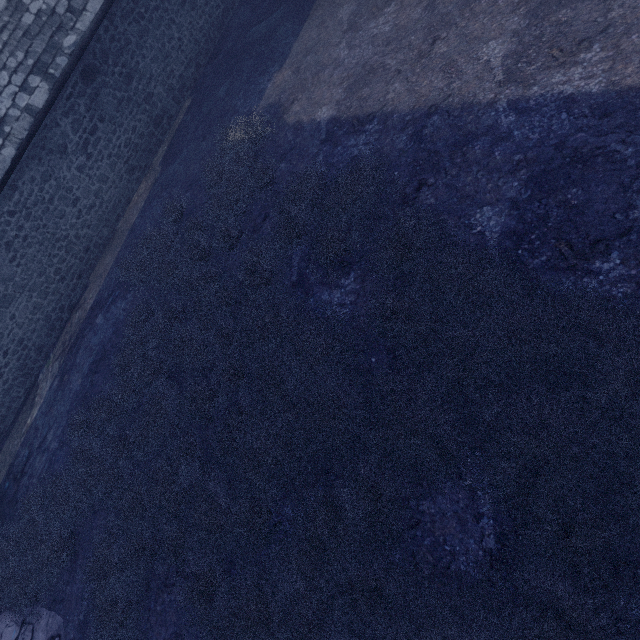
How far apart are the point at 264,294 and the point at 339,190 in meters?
2.3
